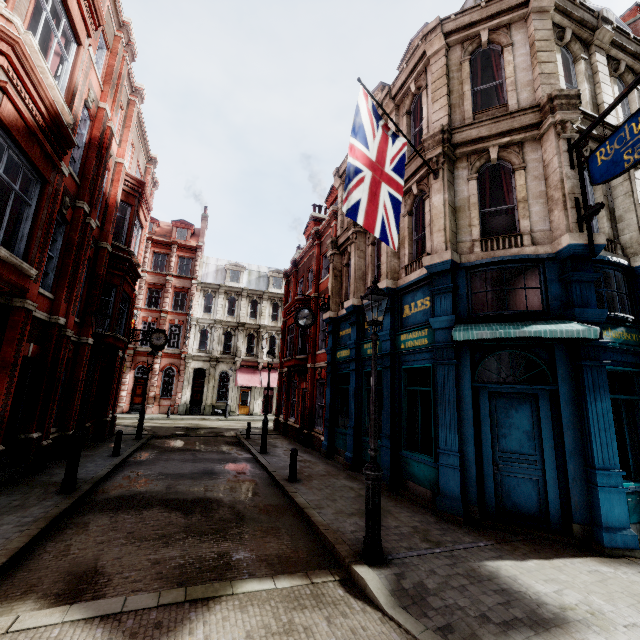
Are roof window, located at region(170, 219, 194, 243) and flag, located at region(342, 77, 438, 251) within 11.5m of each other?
no

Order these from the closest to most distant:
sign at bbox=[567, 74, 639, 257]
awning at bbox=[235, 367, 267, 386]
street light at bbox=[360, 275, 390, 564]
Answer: street light at bbox=[360, 275, 390, 564] → sign at bbox=[567, 74, 639, 257] → awning at bbox=[235, 367, 267, 386]

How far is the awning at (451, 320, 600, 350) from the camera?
5.5 meters

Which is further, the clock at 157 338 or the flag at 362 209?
the clock at 157 338

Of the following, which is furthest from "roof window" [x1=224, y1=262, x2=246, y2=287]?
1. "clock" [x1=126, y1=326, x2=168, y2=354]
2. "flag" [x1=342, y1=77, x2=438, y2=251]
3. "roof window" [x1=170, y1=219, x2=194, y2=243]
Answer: "flag" [x1=342, y1=77, x2=438, y2=251]

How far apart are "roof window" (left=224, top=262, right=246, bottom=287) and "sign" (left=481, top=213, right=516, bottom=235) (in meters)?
31.87

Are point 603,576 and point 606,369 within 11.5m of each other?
yes

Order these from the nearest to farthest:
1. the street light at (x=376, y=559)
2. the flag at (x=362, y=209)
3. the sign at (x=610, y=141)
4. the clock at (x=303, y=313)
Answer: the street light at (x=376, y=559) → the sign at (x=610, y=141) → the flag at (x=362, y=209) → the clock at (x=303, y=313)
